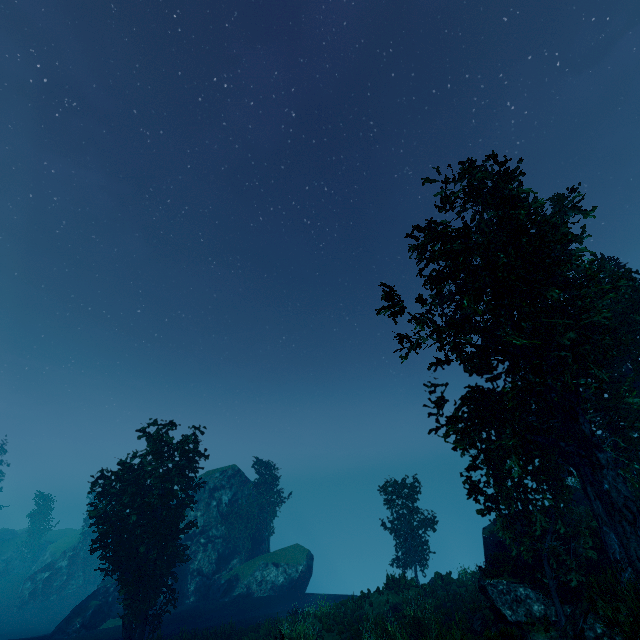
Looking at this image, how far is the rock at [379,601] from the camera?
20.38m

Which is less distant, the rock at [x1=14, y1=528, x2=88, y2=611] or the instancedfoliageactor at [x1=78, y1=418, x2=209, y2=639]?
the instancedfoliageactor at [x1=78, y1=418, x2=209, y2=639]

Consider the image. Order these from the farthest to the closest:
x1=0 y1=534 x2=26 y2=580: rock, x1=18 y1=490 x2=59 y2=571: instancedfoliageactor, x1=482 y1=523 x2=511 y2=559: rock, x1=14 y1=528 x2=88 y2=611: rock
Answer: x1=18 y1=490 x2=59 y2=571: instancedfoliageactor < x1=0 y1=534 x2=26 y2=580: rock < x1=14 y1=528 x2=88 y2=611: rock < x1=482 y1=523 x2=511 y2=559: rock

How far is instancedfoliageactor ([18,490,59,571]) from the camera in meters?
54.2

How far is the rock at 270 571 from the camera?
32.4m

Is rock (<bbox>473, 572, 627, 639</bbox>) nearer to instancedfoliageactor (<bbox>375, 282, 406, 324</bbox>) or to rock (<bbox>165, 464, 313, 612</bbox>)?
instancedfoliageactor (<bbox>375, 282, 406, 324</bbox>)

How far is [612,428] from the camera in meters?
14.8
